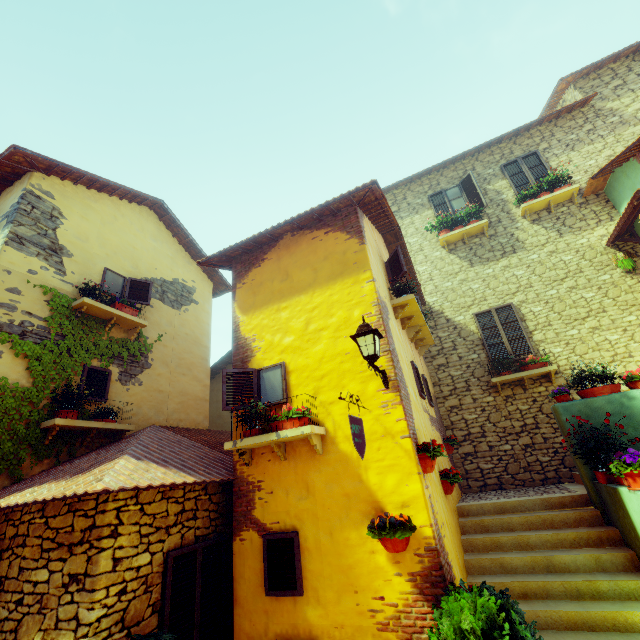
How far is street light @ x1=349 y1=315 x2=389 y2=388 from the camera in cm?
418

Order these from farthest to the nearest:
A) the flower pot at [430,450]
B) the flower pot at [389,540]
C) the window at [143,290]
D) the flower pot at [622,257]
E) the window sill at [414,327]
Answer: the flower pot at [622,257] → the window at [143,290] → the window sill at [414,327] → the flower pot at [430,450] → the flower pot at [389,540]

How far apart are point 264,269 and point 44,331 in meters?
4.4

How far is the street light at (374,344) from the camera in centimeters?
418cm

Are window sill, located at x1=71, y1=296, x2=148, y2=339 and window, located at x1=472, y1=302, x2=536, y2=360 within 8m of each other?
no

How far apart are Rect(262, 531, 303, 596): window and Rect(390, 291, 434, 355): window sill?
4.00m

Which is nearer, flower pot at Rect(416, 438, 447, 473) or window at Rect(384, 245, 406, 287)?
flower pot at Rect(416, 438, 447, 473)

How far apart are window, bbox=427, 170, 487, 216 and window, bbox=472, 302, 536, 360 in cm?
328
